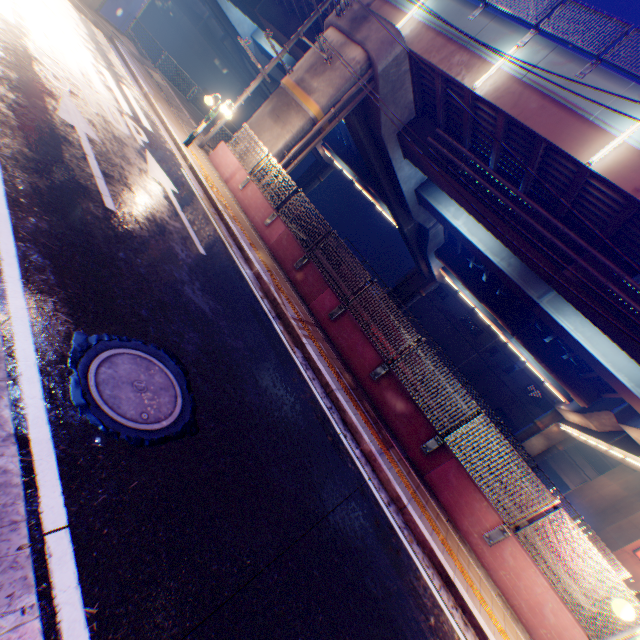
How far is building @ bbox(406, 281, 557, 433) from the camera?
43.7m

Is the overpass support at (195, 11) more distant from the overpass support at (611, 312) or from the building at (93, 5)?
the building at (93, 5)

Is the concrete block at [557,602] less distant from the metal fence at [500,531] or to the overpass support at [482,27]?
the metal fence at [500,531]

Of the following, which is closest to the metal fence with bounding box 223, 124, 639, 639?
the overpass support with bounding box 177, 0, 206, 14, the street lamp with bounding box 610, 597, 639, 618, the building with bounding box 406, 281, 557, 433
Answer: the street lamp with bounding box 610, 597, 639, 618

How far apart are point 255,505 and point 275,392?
2.2 meters

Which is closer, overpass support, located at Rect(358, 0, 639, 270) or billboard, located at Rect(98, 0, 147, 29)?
overpass support, located at Rect(358, 0, 639, 270)

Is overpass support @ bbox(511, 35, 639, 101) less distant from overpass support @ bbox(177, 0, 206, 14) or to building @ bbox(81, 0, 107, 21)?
building @ bbox(81, 0, 107, 21)

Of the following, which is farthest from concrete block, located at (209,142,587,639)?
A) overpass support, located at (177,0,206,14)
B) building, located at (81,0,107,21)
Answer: overpass support, located at (177,0,206,14)
